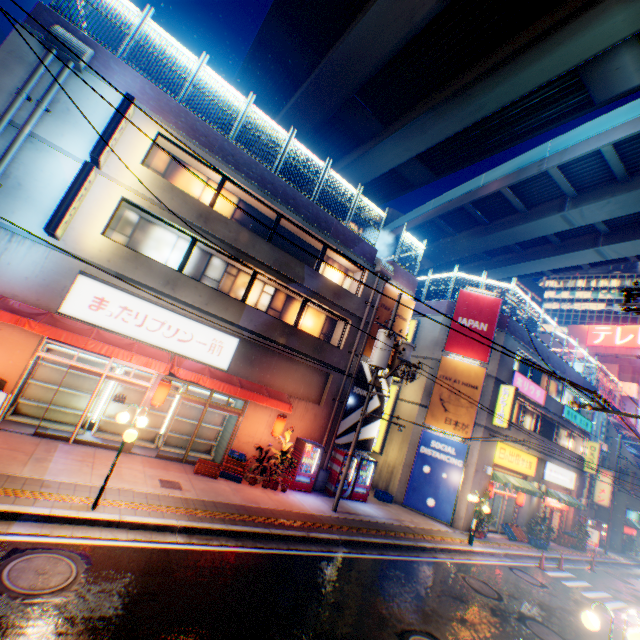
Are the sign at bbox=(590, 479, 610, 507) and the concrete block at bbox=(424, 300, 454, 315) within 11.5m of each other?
no

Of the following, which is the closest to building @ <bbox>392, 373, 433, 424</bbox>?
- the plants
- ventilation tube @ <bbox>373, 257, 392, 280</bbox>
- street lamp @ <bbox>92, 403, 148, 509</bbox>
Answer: ventilation tube @ <bbox>373, 257, 392, 280</bbox>

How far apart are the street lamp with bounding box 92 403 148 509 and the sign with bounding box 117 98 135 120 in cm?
794

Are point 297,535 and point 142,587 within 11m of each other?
yes

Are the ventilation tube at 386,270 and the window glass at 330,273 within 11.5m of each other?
yes

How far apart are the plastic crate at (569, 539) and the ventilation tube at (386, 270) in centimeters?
2337cm

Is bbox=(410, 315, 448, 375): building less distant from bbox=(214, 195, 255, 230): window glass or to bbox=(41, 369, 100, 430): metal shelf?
bbox=(214, 195, 255, 230): window glass

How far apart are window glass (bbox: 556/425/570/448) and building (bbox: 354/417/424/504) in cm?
1331
